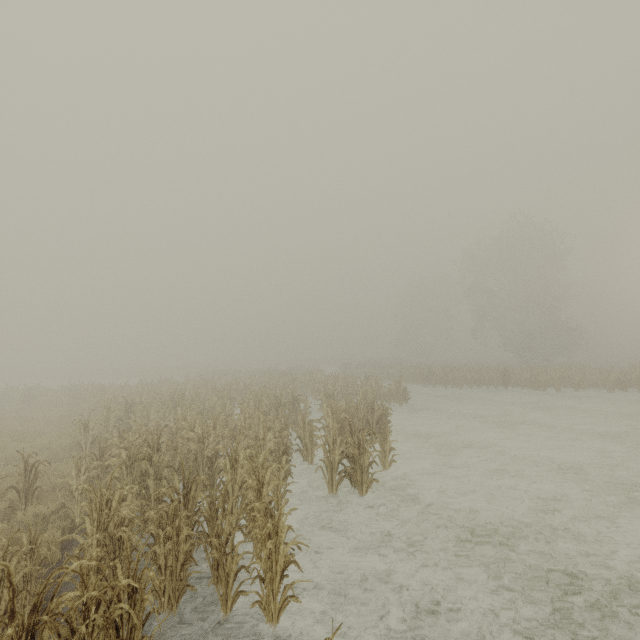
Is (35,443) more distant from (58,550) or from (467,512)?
(467,512)
